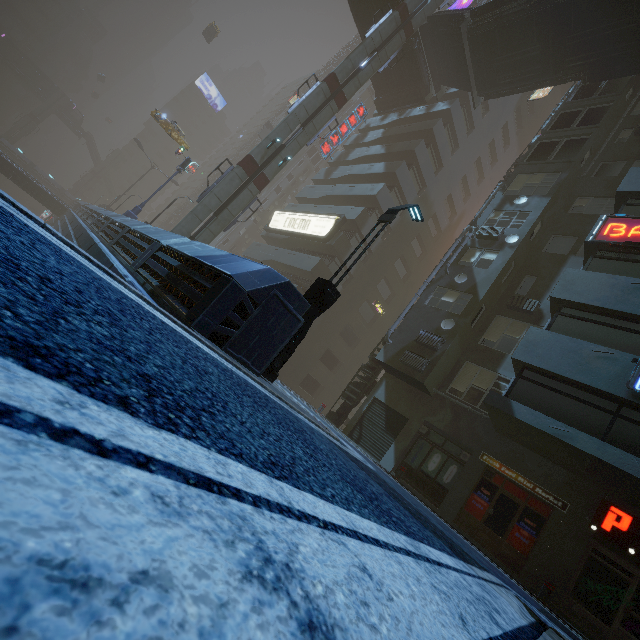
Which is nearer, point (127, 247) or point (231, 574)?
point (231, 574)

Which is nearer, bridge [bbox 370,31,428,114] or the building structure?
the building structure

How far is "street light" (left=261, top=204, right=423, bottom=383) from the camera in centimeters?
809cm

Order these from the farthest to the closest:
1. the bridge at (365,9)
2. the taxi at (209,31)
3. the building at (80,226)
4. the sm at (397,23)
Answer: the taxi at (209,31)
the bridge at (365,9)
the sm at (397,23)
the building at (80,226)

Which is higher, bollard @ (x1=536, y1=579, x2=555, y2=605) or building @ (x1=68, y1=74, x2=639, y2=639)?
building @ (x1=68, y1=74, x2=639, y2=639)

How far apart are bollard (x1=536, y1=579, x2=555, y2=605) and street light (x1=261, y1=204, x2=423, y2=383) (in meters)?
9.29

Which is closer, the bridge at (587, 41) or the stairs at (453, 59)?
the bridge at (587, 41)

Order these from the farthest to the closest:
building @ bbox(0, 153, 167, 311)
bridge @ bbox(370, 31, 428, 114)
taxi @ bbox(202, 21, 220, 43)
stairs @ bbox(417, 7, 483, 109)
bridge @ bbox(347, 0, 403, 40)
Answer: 1. taxi @ bbox(202, 21, 220, 43)
2. bridge @ bbox(370, 31, 428, 114)
3. bridge @ bbox(347, 0, 403, 40)
4. stairs @ bbox(417, 7, 483, 109)
5. building @ bbox(0, 153, 167, 311)
